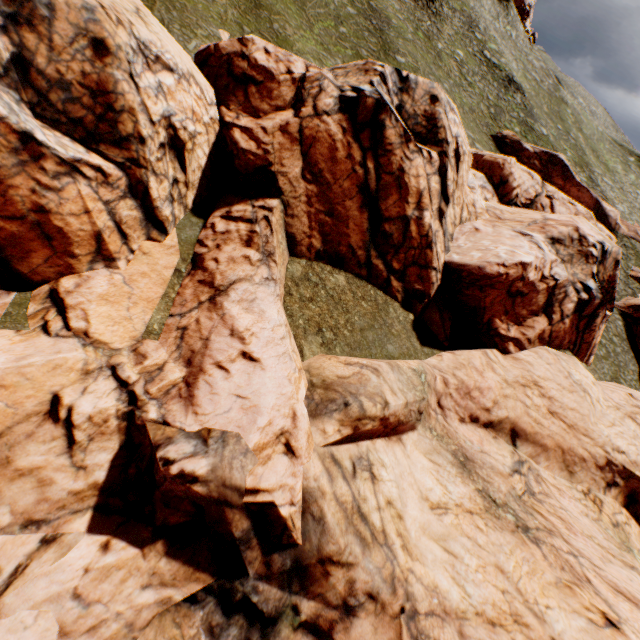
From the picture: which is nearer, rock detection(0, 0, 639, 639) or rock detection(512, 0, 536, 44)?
rock detection(0, 0, 639, 639)

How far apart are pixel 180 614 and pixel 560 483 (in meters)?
16.76

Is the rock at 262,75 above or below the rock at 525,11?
below

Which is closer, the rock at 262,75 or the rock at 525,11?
the rock at 262,75

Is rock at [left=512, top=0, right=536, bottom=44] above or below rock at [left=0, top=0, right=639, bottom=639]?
above
